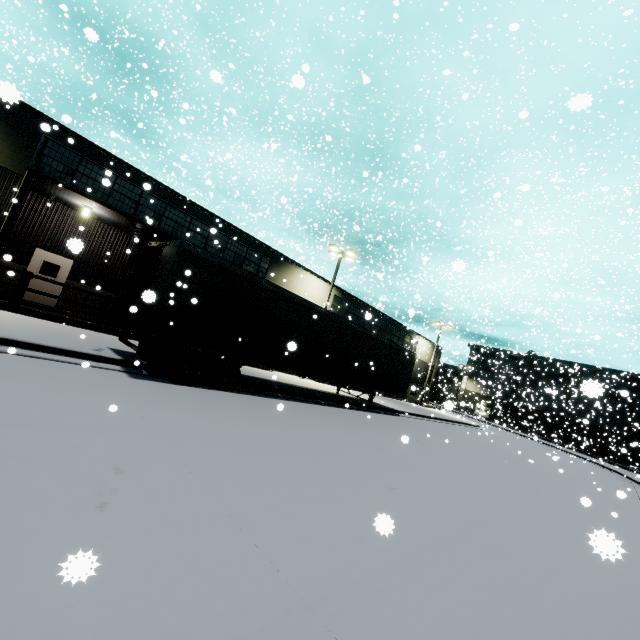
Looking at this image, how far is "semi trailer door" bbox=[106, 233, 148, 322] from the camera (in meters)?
9.15

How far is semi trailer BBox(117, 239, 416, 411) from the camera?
8.9 meters

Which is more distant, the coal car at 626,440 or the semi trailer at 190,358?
the coal car at 626,440

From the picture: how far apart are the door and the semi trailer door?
8.9m

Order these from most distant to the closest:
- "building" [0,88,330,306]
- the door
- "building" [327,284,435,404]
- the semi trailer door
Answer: "building" [327,284,435,404], the door, "building" [0,88,330,306], the semi trailer door

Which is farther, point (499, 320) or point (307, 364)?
point (499, 320)

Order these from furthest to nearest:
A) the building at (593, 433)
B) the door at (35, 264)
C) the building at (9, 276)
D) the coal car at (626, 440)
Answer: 1. the coal car at (626, 440)
2. the door at (35, 264)
3. the building at (593, 433)
4. the building at (9, 276)

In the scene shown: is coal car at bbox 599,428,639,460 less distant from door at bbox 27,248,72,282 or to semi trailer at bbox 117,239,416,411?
semi trailer at bbox 117,239,416,411
